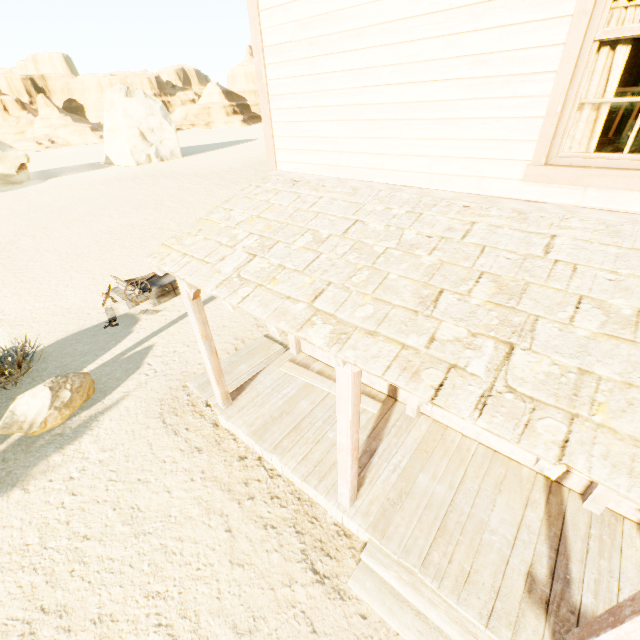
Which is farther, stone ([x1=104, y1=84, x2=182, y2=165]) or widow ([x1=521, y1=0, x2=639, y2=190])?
stone ([x1=104, y1=84, x2=182, y2=165])

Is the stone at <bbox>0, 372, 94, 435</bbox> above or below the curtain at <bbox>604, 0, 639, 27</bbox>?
below

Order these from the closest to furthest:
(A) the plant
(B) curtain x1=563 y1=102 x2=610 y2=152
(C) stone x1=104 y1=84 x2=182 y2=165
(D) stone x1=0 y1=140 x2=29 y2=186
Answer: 1. (B) curtain x1=563 y1=102 x2=610 y2=152
2. (A) the plant
3. (D) stone x1=0 y1=140 x2=29 y2=186
4. (C) stone x1=104 y1=84 x2=182 y2=165

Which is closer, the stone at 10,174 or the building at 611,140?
the building at 611,140

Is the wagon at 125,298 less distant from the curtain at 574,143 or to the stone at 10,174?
the curtain at 574,143

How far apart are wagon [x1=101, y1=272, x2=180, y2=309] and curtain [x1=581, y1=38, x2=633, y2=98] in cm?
909

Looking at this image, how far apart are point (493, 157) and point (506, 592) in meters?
4.5

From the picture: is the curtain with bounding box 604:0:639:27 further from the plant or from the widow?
the plant
